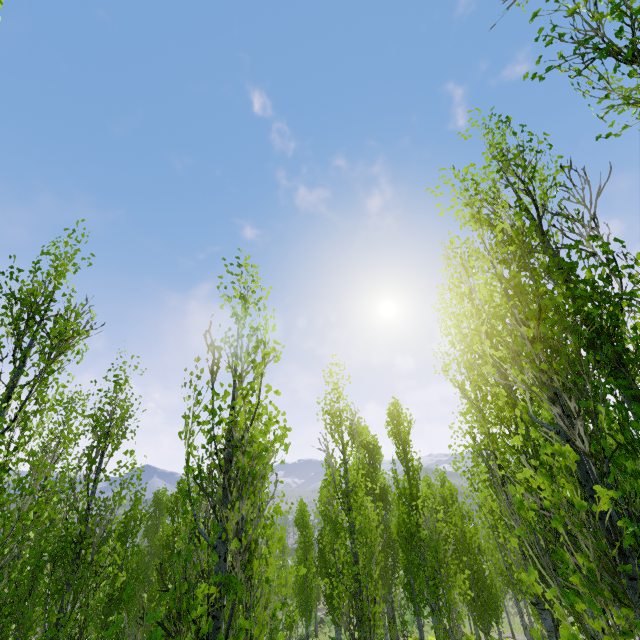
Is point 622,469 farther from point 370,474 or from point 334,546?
point 334,546
